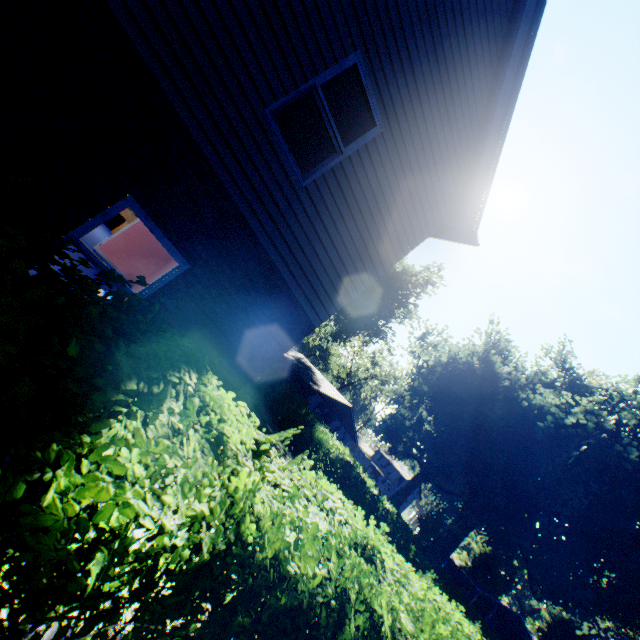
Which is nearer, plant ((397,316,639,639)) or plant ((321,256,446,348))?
plant ((397,316,639,639))

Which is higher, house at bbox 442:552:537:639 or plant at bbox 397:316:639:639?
plant at bbox 397:316:639:639

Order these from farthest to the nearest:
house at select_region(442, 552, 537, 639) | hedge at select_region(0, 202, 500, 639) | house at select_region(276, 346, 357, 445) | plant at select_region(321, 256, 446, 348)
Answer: house at select_region(442, 552, 537, 639) → plant at select_region(321, 256, 446, 348) → house at select_region(276, 346, 357, 445) → hedge at select_region(0, 202, 500, 639)

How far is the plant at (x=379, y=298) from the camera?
35.6m

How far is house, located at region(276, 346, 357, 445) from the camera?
34.7m

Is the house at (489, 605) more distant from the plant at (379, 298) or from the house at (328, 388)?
the house at (328, 388)

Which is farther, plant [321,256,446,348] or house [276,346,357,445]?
plant [321,256,446,348]

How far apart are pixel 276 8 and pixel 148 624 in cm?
523
